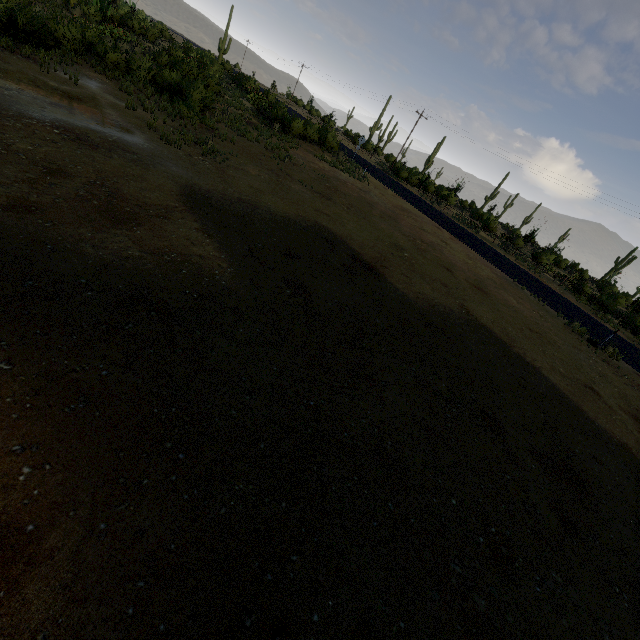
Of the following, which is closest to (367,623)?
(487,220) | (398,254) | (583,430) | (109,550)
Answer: (109,550)
